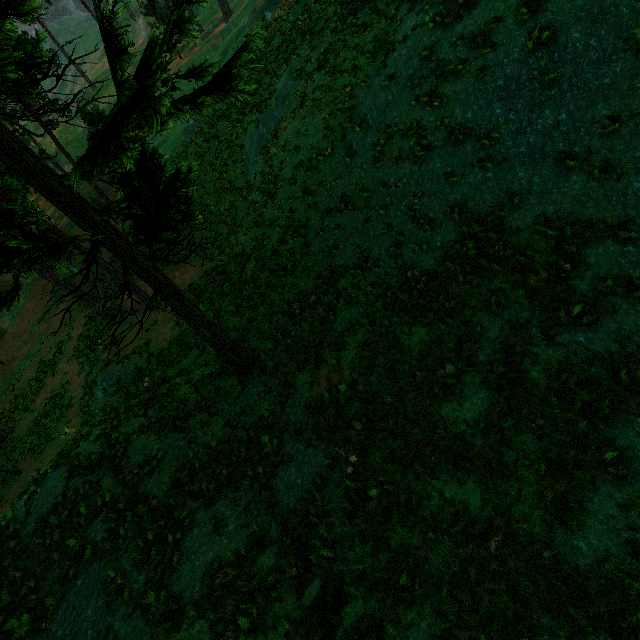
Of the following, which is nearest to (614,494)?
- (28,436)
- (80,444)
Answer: (80,444)
